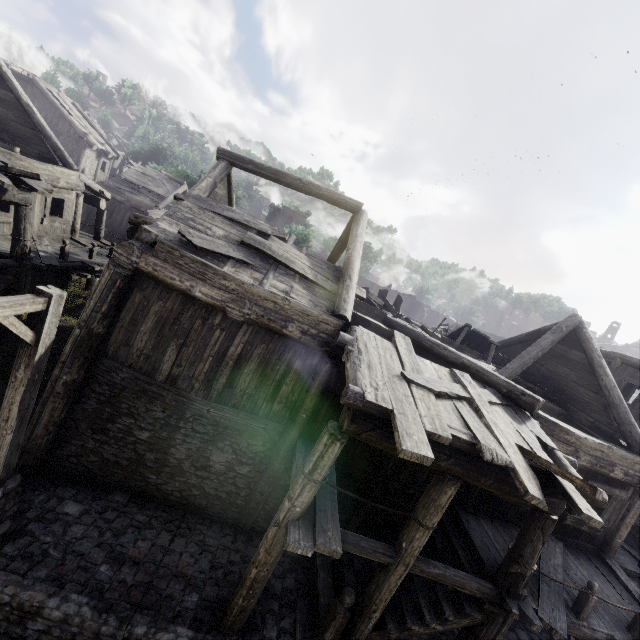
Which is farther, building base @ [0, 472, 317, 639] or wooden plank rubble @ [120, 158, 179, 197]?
wooden plank rubble @ [120, 158, 179, 197]

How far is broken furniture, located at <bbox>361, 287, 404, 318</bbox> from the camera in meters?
13.6

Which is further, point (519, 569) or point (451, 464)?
point (519, 569)

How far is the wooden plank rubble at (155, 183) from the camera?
27.68m

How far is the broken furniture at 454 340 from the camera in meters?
12.1 m

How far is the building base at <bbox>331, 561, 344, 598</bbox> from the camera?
Result: 7.6 meters

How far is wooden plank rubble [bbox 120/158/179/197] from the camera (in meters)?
27.68

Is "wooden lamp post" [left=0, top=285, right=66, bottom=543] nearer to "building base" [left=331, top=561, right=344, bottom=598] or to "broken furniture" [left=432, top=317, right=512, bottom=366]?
"building base" [left=331, top=561, right=344, bottom=598]
